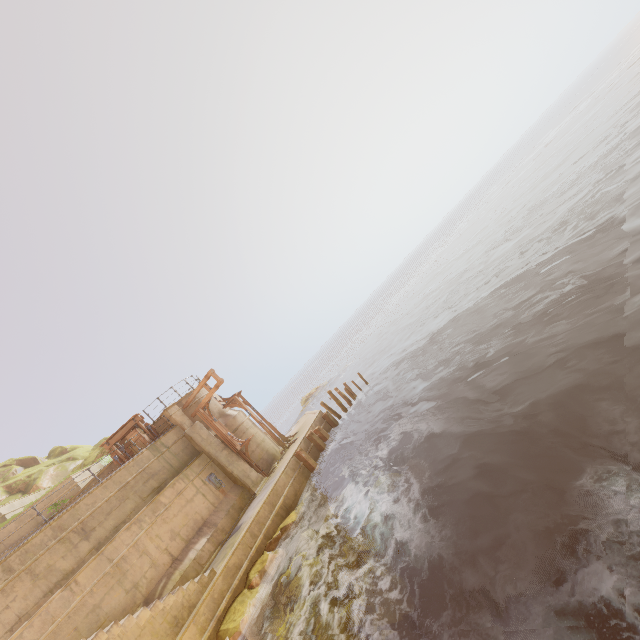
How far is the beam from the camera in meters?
17.7

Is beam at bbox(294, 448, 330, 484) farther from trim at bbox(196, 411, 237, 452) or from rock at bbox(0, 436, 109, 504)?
rock at bbox(0, 436, 109, 504)

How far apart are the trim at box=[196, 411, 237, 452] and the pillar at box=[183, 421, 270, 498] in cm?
13

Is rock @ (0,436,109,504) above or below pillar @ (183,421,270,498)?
above

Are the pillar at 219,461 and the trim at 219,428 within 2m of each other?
yes

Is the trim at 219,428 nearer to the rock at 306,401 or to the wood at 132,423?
the wood at 132,423

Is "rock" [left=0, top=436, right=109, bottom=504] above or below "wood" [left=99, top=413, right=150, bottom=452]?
above

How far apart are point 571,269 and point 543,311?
2.66m
